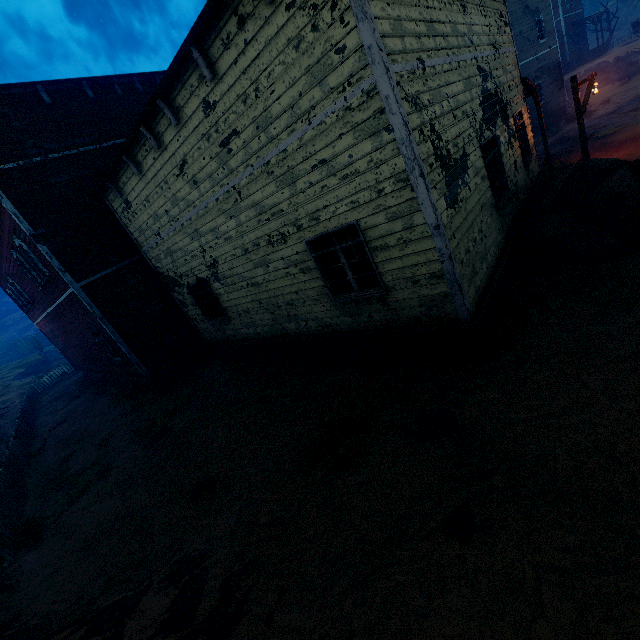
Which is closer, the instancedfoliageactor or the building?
the building

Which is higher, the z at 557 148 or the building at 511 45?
the building at 511 45

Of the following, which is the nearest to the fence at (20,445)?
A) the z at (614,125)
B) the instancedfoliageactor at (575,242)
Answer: the z at (614,125)

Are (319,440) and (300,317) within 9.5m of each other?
yes

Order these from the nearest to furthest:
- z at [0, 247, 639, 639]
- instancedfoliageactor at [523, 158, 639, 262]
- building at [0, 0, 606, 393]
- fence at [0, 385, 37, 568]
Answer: z at [0, 247, 639, 639]
building at [0, 0, 606, 393]
instancedfoliageactor at [523, 158, 639, 262]
fence at [0, 385, 37, 568]

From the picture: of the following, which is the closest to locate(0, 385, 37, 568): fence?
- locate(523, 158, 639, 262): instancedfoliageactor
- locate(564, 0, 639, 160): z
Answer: locate(564, 0, 639, 160): z

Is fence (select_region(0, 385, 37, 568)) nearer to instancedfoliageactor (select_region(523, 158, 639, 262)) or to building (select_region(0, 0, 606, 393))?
building (select_region(0, 0, 606, 393))
